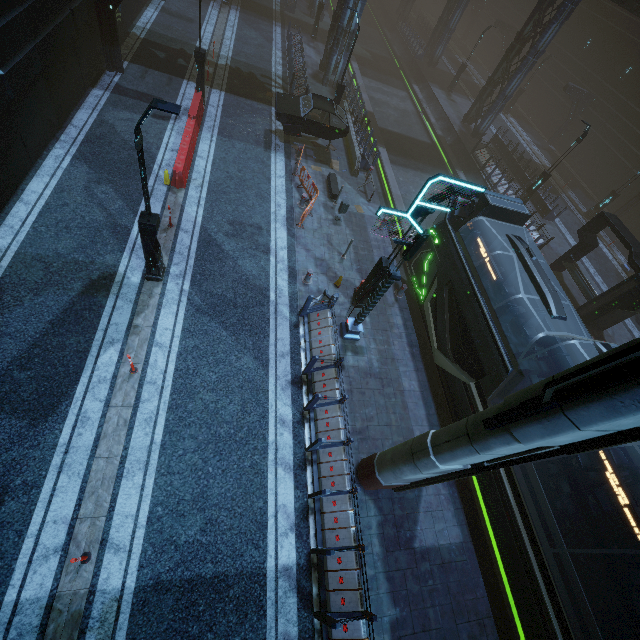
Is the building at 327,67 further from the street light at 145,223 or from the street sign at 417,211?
the street light at 145,223

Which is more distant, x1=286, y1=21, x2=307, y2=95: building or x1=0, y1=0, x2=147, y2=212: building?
x1=286, y1=21, x2=307, y2=95: building

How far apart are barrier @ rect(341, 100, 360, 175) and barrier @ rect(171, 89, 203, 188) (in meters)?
8.20

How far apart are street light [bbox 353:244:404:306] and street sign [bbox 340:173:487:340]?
0.8m

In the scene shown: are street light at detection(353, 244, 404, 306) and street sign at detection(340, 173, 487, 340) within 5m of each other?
yes

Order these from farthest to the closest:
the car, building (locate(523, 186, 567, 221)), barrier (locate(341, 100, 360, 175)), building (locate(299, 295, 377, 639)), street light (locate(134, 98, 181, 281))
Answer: building (locate(523, 186, 567, 221))
barrier (locate(341, 100, 360, 175))
the car
building (locate(299, 295, 377, 639))
street light (locate(134, 98, 181, 281))

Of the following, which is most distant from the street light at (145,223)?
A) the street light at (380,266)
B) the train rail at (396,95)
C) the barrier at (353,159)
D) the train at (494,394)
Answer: the barrier at (353,159)

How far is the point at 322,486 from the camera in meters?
8.7
